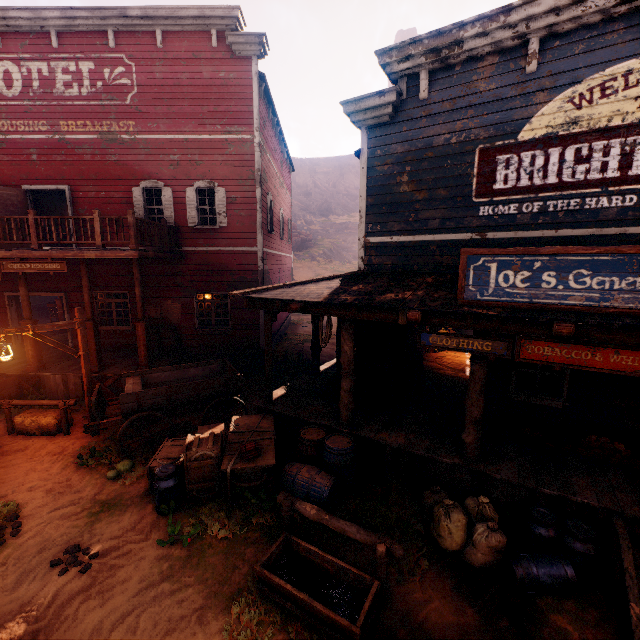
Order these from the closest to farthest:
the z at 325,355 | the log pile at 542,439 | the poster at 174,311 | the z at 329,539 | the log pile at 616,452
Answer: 1. the z at 329,539
2. the log pile at 616,452
3. the log pile at 542,439
4. the poster at 174,311
5. the z at 325,355

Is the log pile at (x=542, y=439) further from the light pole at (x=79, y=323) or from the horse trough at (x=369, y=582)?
the light pole at (x=79, y=323)

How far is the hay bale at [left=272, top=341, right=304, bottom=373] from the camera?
12.90m

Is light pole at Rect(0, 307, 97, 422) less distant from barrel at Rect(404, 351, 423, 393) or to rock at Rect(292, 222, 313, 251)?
barrel at Rect(404, 351, 423, 393)

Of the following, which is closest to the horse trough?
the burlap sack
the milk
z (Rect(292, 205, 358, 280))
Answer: the burlap sack

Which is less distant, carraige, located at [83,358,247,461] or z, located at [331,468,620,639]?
z, located at [331,468,620,639]

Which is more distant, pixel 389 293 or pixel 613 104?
pixel 389 293

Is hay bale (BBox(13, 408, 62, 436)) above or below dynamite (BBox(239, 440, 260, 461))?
below
